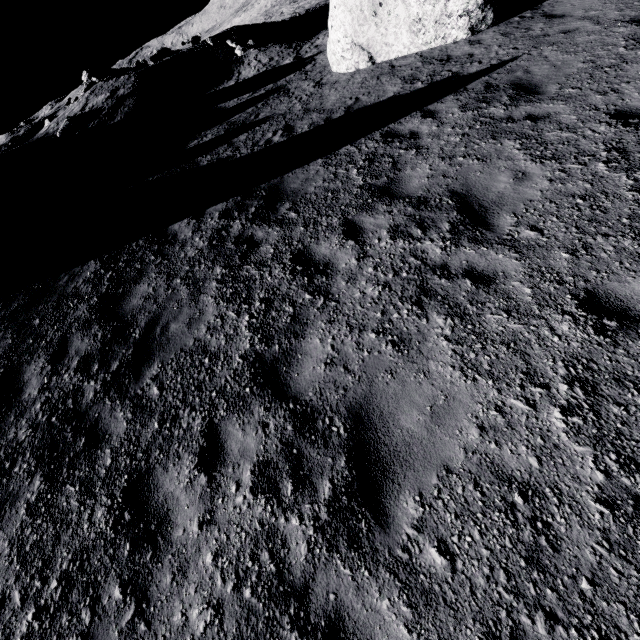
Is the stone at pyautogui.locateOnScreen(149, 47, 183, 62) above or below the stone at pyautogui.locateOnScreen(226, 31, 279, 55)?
above

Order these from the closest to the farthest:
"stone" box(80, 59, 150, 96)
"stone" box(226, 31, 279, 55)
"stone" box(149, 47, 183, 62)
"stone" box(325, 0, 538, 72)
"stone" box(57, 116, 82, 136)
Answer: "stone" box(325, 0, 538, 72) < "stone" box(57, 116, 82, 136) < "stone" box(226, 31, 279, 55) < "stone" box(80, 59, 150, 96) < "stone" box(149, 47, 183, 62)

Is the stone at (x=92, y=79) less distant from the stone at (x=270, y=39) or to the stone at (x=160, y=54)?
the stone at (x=160, y=54)

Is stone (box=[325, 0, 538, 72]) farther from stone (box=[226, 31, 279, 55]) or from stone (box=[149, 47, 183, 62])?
stone (box=[149, 47, 183, 62])

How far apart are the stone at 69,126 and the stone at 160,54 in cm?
1149

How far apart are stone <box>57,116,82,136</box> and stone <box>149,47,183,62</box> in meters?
11.5 m

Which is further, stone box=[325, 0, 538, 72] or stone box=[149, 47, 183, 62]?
stone box=[149, 47, 183, 62]

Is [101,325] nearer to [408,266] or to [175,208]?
Result: [175,208]
